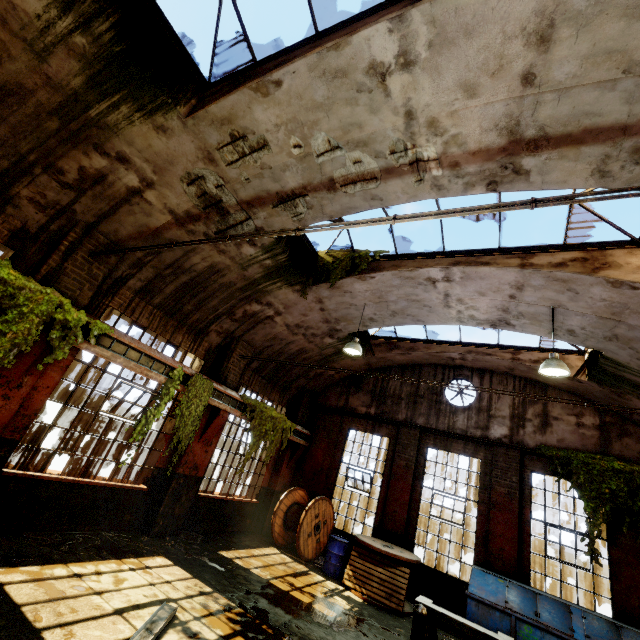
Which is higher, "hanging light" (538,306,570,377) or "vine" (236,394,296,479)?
"hanging light" (538,306,570,377)

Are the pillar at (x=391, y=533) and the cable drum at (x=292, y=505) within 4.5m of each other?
yes

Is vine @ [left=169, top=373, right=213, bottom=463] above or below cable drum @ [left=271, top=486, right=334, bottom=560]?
above

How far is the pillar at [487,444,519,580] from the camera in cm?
915

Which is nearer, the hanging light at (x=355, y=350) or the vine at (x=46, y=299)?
the vine at (x=46, y=299)

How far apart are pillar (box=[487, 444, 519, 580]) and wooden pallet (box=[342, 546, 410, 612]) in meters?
0.0

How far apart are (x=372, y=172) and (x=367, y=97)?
1.30m

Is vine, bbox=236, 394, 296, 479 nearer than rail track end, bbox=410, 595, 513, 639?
No
